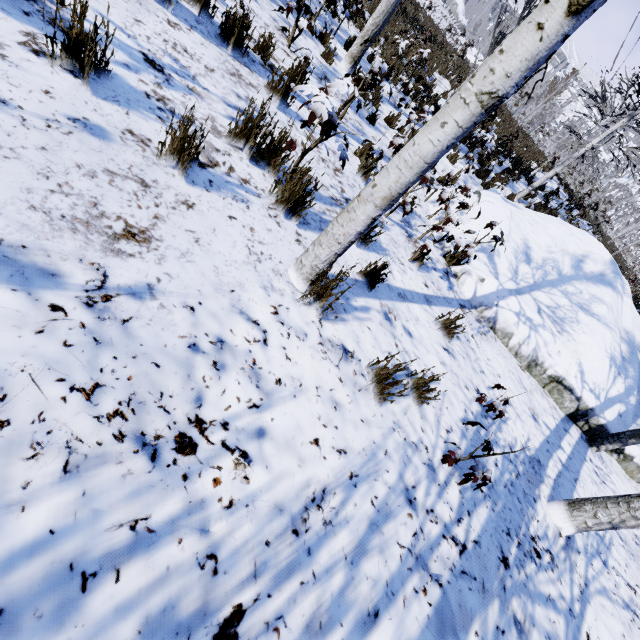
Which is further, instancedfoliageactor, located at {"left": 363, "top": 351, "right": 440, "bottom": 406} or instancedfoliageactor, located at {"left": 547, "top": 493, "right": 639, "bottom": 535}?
instancedfoliageactor, located at {"left": 547, "top": 493, "right": 639, "bottom": 535}

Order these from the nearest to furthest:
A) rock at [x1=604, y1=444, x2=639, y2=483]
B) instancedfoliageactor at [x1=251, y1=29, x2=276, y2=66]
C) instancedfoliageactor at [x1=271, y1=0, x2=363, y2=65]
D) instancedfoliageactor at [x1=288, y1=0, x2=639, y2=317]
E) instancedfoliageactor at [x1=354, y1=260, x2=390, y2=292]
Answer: instancedfoliageactor at [x1=288, y1=0, x2=639, y2=317]
instancedfoliageactor at [x1=354, y1=260, x2=390, y2=292]
instancedfoliageactor at [x1=251, y1=29, x2=276, y2=66]
instancedfoliageactor at [x1=271, y1=0, x2=363, y2=65]
rock at [x1=604, y1=444, x2=639, y2=483]

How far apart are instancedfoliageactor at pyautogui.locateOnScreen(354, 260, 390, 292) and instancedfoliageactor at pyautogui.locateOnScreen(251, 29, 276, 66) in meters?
3.6

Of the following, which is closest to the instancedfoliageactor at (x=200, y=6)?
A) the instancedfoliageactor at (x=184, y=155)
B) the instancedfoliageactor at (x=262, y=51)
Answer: the instancedfoliageactor at (x=184, y=155)

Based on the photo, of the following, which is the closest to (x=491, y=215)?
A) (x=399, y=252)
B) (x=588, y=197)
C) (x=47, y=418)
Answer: (x=399, y=252)

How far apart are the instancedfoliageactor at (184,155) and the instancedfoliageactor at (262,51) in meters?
3.1 m

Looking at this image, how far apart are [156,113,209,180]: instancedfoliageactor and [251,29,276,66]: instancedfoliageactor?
3.12m
